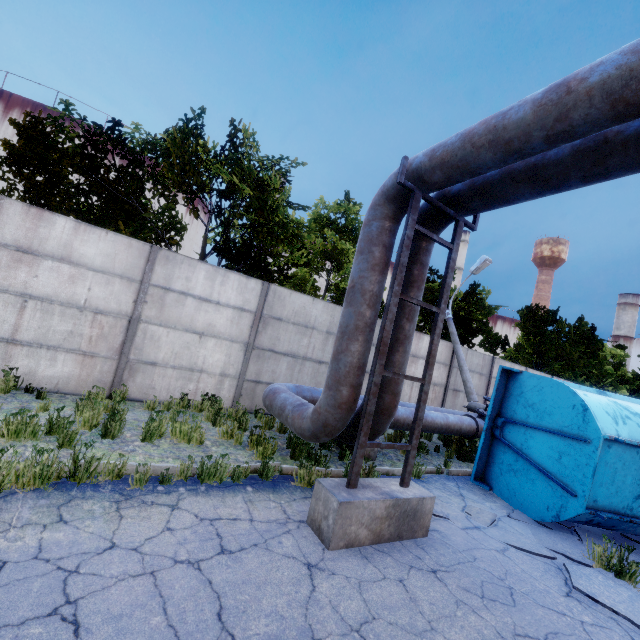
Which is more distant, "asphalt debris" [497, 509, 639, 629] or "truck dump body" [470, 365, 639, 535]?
"truck dump body" [470, 365, 639, 535]

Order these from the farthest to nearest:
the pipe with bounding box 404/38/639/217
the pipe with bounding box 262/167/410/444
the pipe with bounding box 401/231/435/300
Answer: the pipe with bounding box 401/231/435/300 < the pipe with bounding box 262/167/410/444 < the pipe with bounding box 404/38/639/217

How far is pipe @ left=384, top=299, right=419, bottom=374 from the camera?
5.2 meters

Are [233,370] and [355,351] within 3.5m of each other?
no

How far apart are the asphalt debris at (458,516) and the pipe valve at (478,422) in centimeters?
376cm

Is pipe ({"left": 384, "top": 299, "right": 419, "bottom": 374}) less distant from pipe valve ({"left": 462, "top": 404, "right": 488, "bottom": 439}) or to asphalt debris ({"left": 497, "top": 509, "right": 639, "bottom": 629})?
pipe valve ({"left": 462, "top": 404, "right": 488, "bottom": 439})

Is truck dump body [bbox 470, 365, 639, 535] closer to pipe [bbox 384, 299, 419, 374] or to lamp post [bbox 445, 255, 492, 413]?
pipe [bbox 384, 299, 419, 374]

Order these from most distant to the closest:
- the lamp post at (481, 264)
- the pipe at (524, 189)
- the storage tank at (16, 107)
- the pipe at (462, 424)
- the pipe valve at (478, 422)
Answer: the storage tank at (16, 107)
the lamp post at (481, 264)
the pipe valve at (478, 422)
the pipe at (462, 424)
the pipe at (524, 189)
